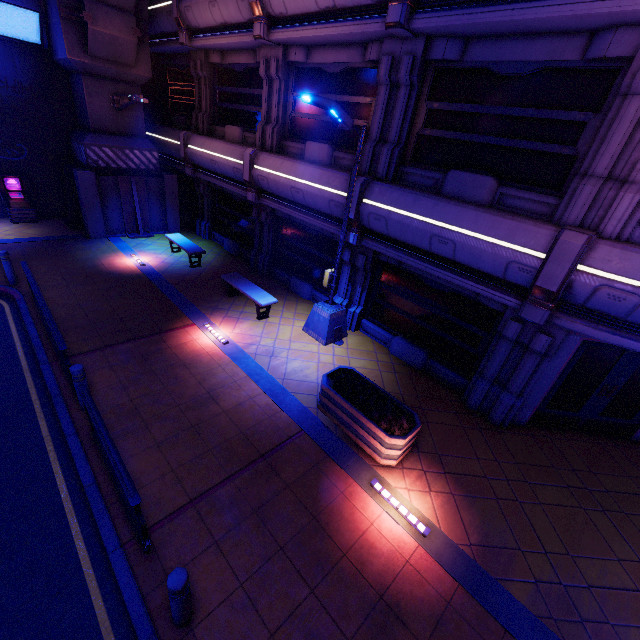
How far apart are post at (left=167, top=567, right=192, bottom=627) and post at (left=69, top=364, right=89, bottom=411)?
4.1m

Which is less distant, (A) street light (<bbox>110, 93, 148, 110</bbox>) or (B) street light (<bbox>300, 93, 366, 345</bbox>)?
(B) street light (<bbox>300, 93, 366, 345</bbox>)

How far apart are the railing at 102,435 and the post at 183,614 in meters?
0.8 m

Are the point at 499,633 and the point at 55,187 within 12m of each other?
no

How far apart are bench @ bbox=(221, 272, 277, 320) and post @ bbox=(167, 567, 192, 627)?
7.1m

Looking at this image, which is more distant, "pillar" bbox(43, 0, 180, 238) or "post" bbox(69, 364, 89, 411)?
"pillar" bbox(43, 0, 180, 238)

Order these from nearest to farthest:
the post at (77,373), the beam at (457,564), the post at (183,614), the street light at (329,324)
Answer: the post at (183,614)
the beam at (457,564)
the post at (77,373)
the street light at (329,324)

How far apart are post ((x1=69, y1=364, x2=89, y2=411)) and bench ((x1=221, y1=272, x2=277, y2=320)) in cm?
487
